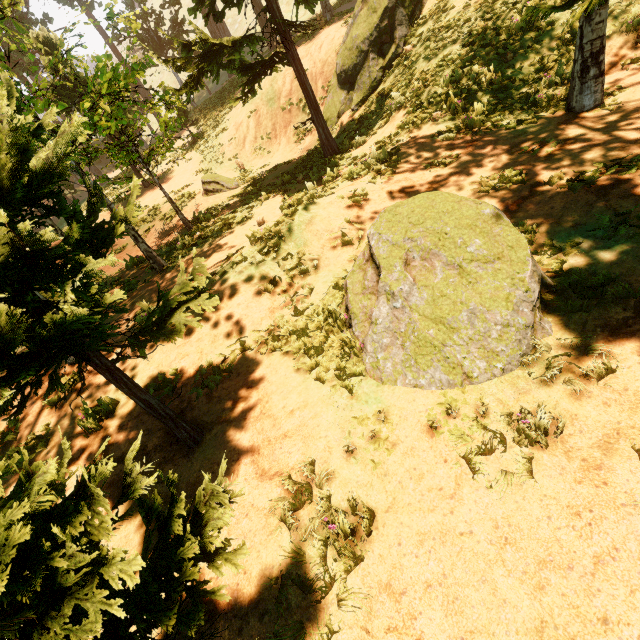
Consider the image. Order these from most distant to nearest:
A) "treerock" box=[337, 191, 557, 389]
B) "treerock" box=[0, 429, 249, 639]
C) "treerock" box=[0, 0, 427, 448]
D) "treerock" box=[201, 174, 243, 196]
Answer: "treerock" box=[201, 174, 243, 196] → "treerock" box=[337, 191, 557, 389] → "treerock" box=[0, 0, 427, 448] → "treerock" box=[0, 429, 249, 639]

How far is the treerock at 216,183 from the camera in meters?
15.5 m

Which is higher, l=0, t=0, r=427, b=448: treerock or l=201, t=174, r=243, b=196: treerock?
l=0, t=0, r=427, b=448: treerock

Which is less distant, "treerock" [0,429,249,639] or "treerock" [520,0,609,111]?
"treerock" [0,429,249,639]

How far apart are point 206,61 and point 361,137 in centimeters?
603cm

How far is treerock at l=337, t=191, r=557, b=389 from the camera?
3.8m
